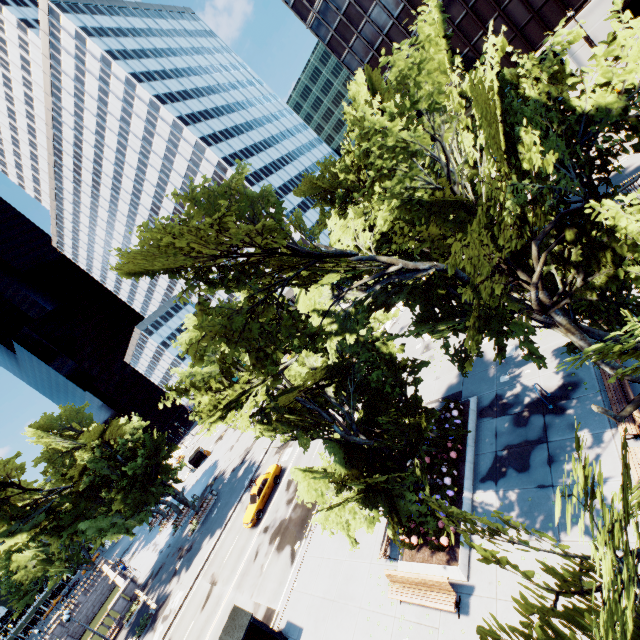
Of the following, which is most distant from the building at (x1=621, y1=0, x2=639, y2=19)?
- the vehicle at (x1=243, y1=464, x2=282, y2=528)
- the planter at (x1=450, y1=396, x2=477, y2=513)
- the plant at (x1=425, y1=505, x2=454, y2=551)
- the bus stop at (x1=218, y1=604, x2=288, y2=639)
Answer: the bus stop at (x1=218, y1=604, x2=288, y2=639)

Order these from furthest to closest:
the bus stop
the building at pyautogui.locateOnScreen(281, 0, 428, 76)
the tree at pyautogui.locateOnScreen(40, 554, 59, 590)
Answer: the tree at pyautogui.locateOnScreen(40, 554, 59, 590) < the building at pyautogui.locateOnScreen(281, 0, 428, 76) < the bus stop

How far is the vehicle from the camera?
25.98m

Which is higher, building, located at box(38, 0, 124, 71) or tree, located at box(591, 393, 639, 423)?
building, located at box(38, 0, 124, 71)

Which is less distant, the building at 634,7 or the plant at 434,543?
the plant at 434,543

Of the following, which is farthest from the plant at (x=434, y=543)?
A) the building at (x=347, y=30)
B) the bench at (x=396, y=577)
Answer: the building at (x=347, y=30)

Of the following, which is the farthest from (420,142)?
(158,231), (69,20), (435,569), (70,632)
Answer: (69,20)

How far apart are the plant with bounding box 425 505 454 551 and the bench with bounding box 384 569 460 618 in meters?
1.1
